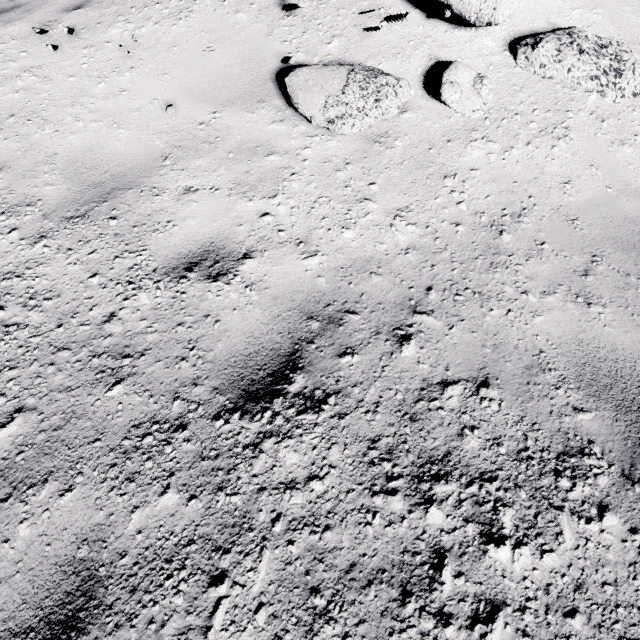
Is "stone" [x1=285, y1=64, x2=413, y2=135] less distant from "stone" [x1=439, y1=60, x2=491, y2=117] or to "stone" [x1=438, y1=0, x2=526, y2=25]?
"stone" [x1=439, y1=60, x2=491, y2=117]

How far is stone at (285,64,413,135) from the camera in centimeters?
284cm

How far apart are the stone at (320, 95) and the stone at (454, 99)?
0.2m

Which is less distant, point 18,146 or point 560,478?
point 560,478

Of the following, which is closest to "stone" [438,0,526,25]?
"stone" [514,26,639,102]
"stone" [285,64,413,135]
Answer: "stone" [514,26,639,102]

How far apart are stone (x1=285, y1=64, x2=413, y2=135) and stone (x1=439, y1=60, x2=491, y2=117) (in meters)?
0.24

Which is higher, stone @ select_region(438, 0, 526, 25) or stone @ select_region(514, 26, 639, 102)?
stone @ select_region(438, 0, 526, 25)

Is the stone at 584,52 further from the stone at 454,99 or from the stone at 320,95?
the stone at 320,95
